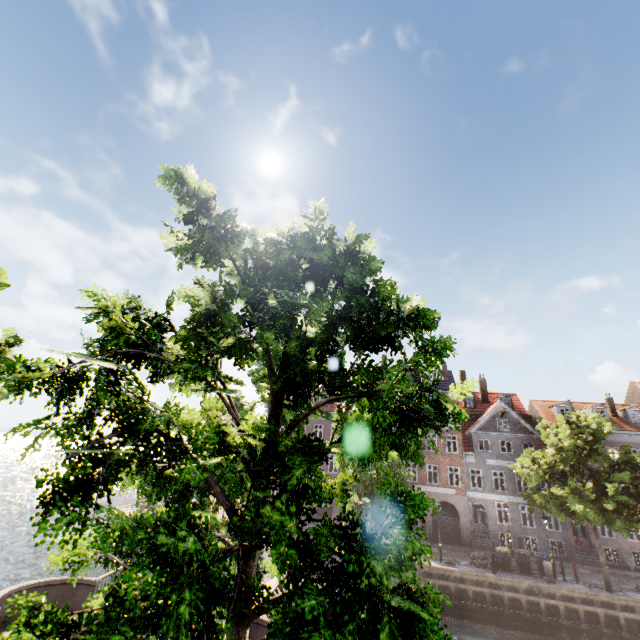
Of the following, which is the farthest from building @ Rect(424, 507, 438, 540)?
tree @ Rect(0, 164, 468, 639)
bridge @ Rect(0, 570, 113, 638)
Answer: bridge @ Rect(0, 570, 113, 638)

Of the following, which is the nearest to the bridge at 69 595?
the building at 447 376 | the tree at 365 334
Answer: the tree at 365 334

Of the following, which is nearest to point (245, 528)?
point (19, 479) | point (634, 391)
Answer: point (634, 391)

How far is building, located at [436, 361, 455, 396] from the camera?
34.6m

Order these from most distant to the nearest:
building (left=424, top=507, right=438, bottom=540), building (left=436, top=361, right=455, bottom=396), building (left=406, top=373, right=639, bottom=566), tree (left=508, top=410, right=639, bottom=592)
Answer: building (left=436, top=361, right=455, bottom=396) < building (left=424, top=507, right=438, bottom=540) < building (left=406, top=373, right=639, bottom=566) < tree (left=508, top=410, right=639, bottom=592)

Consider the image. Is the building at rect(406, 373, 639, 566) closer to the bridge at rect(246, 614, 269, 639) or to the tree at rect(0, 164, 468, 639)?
the tree at rect(0, 164, 468, 639)

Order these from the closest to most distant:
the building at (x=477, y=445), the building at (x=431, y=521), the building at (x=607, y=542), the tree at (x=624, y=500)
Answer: the tree at (x=624, y=500) < the building at (x=607, y=542) < the building at (x=477, y=445) < the building at (x=431, y=521)
